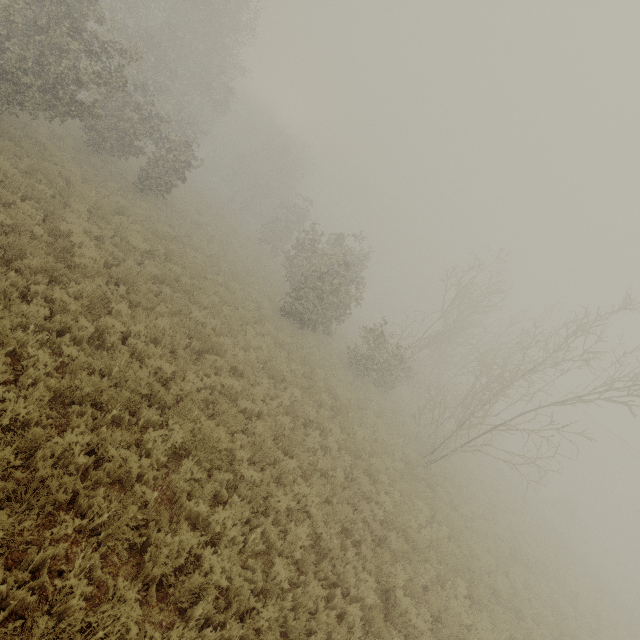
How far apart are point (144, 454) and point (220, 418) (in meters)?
2.58
